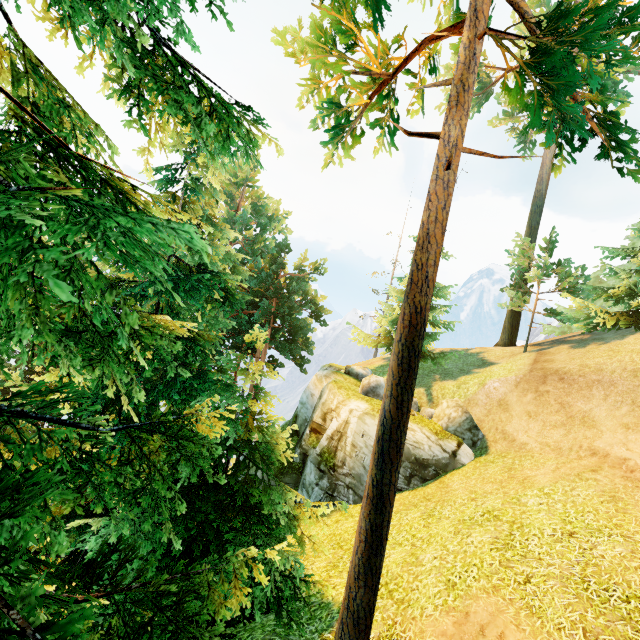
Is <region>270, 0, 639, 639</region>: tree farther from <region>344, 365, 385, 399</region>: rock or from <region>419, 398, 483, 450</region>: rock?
<region>419, 398, 483, 450</region>: rock

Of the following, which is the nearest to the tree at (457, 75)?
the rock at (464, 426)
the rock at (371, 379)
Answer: the rock at (371, 379)

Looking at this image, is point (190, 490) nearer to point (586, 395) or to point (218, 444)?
point (218, 444)

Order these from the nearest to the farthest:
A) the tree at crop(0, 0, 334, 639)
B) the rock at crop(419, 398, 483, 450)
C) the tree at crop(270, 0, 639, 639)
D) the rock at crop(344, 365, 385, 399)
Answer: the tree at crop(0, 0, 334, 639)
the tree at crop(270, 0, 639, 639)
the rock at crop(419, 398, 483, 450)
the rock at crop(344, 365, 385, 399)

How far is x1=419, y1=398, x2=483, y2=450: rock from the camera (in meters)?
15.53

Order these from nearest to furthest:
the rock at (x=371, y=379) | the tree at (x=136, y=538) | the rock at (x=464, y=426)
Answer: the tree at (x=136, y=538) → the rock at (x=464, y=426) → the rock at (x=371, y=379)

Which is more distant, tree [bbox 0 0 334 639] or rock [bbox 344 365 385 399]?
rock [bbox 344 365 385 399]
